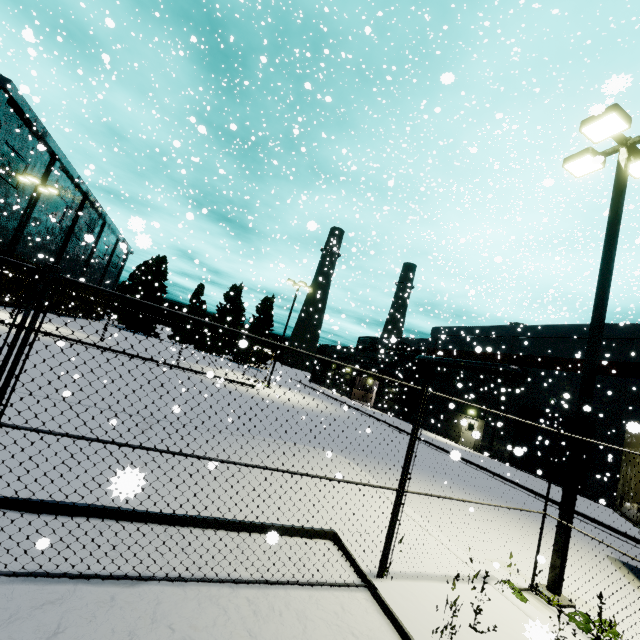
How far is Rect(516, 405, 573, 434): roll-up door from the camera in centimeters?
2159cm

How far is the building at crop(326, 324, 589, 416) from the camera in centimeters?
2231cm

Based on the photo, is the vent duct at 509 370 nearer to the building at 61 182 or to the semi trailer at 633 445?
the building at 61 182

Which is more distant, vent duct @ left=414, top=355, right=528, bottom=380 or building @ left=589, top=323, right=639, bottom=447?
vent duct @ left=414, top=355, right=528, bottom=380

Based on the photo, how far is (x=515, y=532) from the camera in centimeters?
958cm

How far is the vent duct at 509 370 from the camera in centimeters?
2500cm

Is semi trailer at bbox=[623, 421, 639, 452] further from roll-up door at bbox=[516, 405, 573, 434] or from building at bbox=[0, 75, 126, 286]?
roll-up door at bbox=[516, 405, 573, 434]

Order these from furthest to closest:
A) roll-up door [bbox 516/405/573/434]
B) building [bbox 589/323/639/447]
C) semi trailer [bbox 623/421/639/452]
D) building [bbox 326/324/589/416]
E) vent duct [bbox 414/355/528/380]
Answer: vent duct [bbox 414/355/528/380], building [bbox 326/324/589/416], roll-up door [bbox 516/405/573/434], building [bbox 589/323/639/447], semi trailer [bbox 623/421/639/452]
